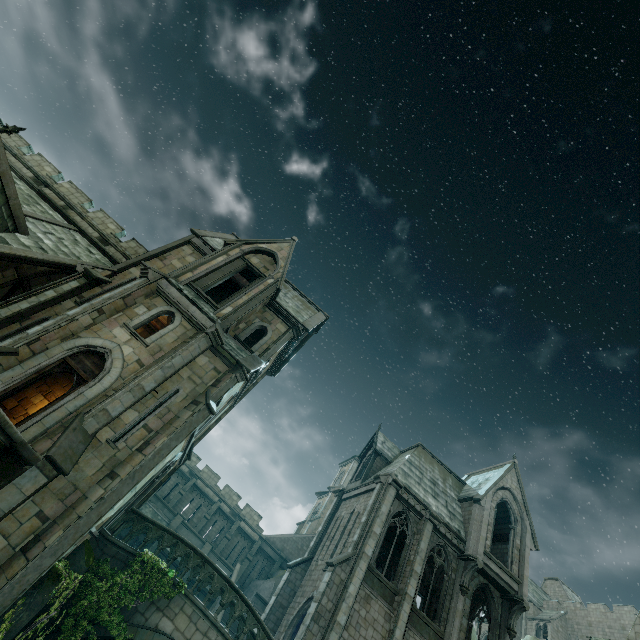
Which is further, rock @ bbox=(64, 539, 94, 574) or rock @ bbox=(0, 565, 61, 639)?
rock @ bbox=(64, 539, 94, 574)

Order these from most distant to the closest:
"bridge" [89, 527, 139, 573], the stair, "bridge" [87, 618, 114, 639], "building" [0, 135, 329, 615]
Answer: the stair, "bridge" [89, 527, 139, 573], "bridge" [87, 618, 114, 639], "building" [0, 135, 329, 615]

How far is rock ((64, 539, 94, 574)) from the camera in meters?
11.1 m

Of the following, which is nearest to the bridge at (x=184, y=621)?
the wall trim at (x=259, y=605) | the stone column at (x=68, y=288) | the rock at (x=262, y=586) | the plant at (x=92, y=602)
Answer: the plant at (x=92, y=602)

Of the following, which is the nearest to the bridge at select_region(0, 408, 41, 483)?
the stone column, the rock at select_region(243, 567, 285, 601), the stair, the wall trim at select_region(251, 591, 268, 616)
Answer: the stone column

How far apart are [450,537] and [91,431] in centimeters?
2267cm

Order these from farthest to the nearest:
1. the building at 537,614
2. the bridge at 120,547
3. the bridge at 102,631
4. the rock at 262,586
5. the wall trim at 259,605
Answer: the rock at 262,586
the wall trim at 259,605
the building at 537,614
the bridge at 120,547
the bridge at 102,631

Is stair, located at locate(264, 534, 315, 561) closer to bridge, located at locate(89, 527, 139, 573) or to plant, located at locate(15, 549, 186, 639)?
bridge, located at locate(89, 527, 139, 573)
